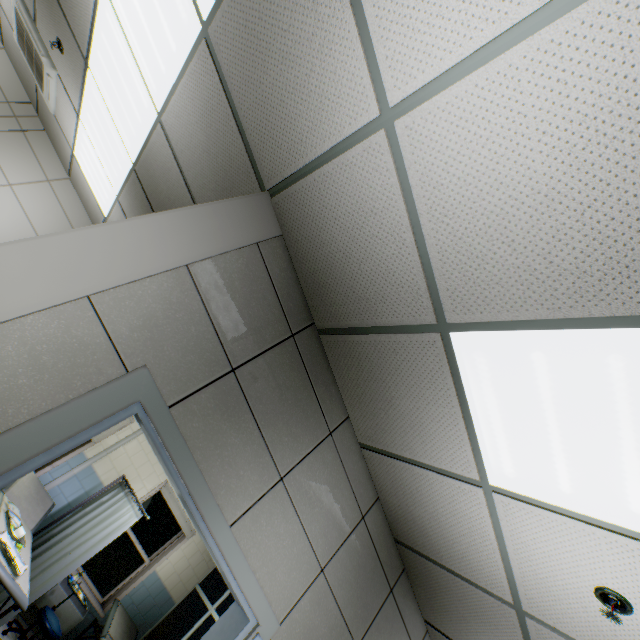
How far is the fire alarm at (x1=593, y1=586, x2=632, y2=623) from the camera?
1.52m

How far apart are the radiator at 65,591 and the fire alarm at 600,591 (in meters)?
7.08

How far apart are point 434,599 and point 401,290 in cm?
282

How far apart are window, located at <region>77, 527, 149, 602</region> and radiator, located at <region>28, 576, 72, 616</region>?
0.17m

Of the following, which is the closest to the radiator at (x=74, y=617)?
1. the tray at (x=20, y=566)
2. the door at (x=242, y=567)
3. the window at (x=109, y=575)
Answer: the window at (x=109, y=575)

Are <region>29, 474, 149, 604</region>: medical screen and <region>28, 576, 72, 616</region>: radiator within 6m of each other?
yes

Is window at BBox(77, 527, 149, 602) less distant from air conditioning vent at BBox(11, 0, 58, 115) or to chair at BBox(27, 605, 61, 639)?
chair at BBox(27, 605, 61, 639)

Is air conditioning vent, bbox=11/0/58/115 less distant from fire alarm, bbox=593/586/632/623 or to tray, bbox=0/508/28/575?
tray, bbox=0/508/28/575
